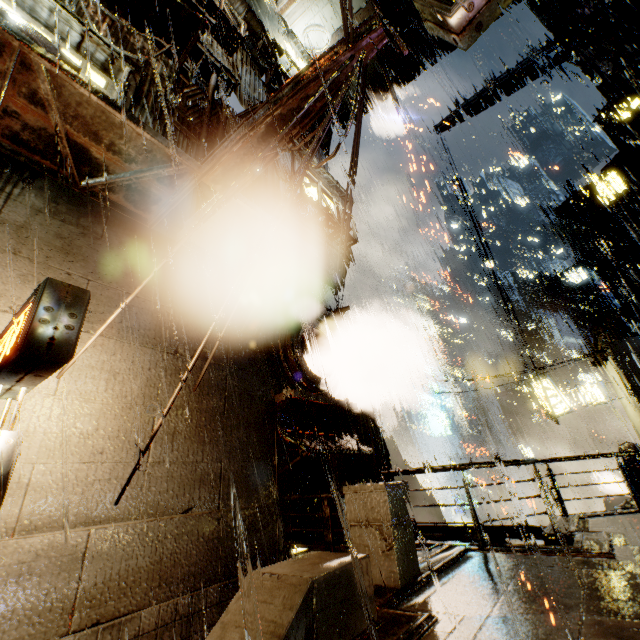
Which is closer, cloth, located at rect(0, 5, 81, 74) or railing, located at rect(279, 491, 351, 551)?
cloth, located at rect(0, 5, 81, 74)

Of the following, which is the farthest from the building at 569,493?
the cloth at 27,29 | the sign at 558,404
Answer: the sign at 558,404

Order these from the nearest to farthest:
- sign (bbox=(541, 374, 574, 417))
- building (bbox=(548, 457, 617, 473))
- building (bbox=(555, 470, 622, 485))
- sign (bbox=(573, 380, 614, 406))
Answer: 1. sign (bbox=(573, 380, 614, 406))
2. sign (bbox=(541, 374, 574, 417))
3. building (bbox=(555, 470, 622, 485))
4. building (bbox=(548, 457, 617, 473))

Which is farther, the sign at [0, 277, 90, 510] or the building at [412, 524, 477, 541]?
the building at [412, 524, 477, 541]

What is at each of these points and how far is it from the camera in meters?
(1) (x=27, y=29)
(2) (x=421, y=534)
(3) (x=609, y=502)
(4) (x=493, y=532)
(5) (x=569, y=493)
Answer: (1) cloth, 3.9 m
(2) building, 10.1 m
(3) gear, 25.1 m
(4) building, 10.0 m
(5) building, 50.0 m

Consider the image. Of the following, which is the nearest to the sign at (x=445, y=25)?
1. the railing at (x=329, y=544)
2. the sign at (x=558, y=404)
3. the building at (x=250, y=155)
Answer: the building at (x=250, y=155)

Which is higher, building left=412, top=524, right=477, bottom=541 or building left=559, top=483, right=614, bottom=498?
building left=412, top=524, right=477, bottom=541

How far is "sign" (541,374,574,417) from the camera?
18.6m
